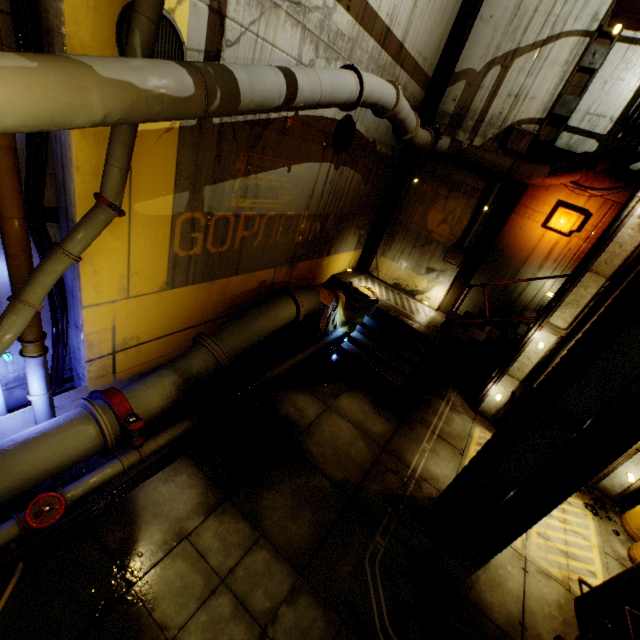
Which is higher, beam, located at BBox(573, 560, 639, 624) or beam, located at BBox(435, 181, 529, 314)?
beam, located at BBox(435, 181, 529, 314)

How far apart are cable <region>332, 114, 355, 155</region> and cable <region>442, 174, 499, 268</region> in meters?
4.5

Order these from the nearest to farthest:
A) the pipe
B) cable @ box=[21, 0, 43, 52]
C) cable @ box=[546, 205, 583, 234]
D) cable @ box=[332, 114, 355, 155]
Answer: the pipe
cable @ box=[21, 0, 43, 52]
cable @ box=[332, 114, 355, 155]
cable @ box=[546, 205, 583, 234]

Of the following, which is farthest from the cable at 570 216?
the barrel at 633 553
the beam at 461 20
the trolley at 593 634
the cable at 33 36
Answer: the cable at 33 36

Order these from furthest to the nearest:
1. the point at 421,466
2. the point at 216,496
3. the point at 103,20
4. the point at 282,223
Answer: the point at 282,223
the point at 421,466
the point at 216,496
the point at 103,20

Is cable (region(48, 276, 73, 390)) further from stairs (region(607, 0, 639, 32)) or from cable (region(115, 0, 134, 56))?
stairs (region(607, 0, 639, 32))

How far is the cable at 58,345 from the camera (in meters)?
4.68

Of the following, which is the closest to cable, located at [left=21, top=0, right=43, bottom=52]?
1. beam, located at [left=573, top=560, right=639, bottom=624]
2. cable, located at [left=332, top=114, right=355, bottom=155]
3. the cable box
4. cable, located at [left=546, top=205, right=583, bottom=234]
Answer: cable, located at [left=332, top=114, right=355, bottom=155]
